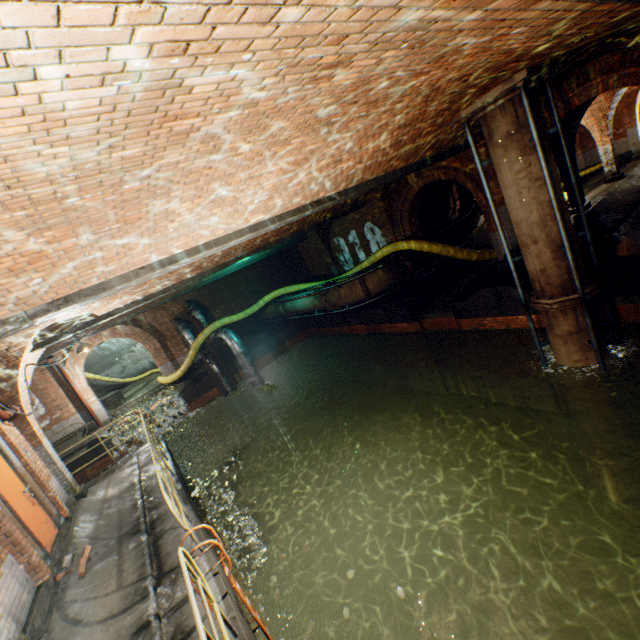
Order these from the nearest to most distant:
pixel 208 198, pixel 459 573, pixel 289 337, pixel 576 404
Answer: pixel 208 198 → pixel 576 404 → pixel 459 573 → pixel 289 337

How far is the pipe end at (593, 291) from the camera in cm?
650

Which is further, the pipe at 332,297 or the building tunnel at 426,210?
the building tunnel at 426,210

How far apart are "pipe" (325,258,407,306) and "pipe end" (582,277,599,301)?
5.27m

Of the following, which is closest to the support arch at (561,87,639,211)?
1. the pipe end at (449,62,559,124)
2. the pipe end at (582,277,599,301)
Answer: the pipe end at (449,62,559,124)

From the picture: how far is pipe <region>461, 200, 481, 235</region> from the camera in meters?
15.1 m

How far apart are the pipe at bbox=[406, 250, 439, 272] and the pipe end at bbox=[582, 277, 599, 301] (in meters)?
5.52

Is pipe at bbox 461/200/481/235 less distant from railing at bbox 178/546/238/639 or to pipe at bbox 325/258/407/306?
pipe at bbox 325/258/407/306
